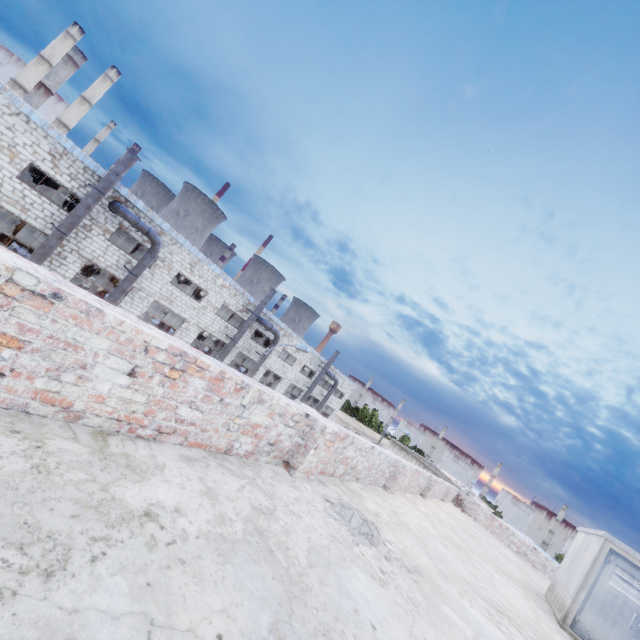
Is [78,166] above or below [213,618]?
above

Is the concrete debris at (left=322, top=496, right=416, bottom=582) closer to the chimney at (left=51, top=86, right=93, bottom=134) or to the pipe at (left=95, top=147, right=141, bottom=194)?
the pipe at (left=95, top=147, right=141, bottom=194)

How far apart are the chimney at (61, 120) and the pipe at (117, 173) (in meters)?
61.07

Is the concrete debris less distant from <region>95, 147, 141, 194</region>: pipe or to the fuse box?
the fuse box

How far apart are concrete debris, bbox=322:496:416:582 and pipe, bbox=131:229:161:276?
18.8 meters

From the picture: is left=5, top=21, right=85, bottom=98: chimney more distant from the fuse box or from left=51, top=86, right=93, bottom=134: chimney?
the fuse box

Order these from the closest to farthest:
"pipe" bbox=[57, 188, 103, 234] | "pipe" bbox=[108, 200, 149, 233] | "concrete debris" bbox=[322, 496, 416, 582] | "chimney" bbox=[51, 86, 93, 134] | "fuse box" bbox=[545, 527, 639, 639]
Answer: "concrete debris" bbox=[322, 496, 416, 582]
"fuse box" bbox=[545, 527, 639, 639]
"pipe" bbox=[57, 188, 103, 234]
"pipe" bbox=[108, 200, 149, 233]
"chimney" bbox=[51, 86, 93, 134]

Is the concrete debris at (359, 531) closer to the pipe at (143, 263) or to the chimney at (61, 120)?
the pipe at (143, 263)
